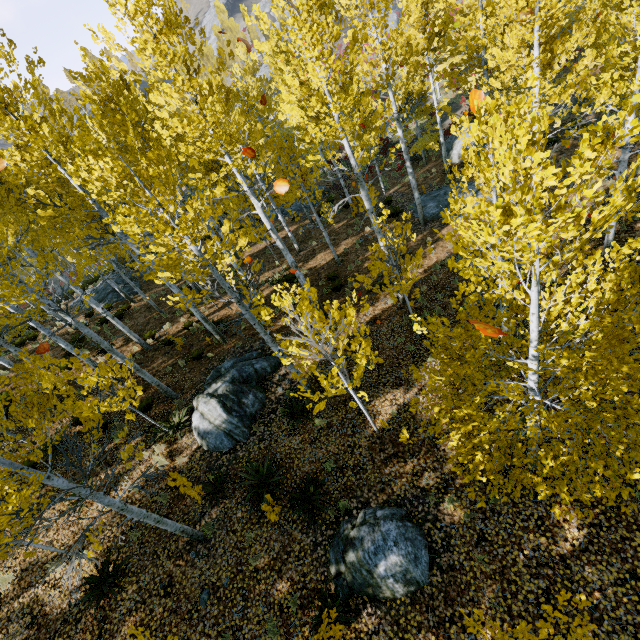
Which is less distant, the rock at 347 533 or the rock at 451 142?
the rock at 347 533

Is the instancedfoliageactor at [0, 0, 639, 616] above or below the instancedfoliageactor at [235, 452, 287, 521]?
above

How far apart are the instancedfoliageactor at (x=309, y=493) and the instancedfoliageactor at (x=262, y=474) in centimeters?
45cm

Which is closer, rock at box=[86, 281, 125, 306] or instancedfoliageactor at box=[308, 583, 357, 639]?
instancedfoliageactor at box=[308, 583, 357, 639]

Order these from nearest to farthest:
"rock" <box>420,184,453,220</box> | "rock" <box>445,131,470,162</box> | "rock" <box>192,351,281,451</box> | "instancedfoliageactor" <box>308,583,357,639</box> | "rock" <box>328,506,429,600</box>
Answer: "instancedfoliageactor" <box>308,583,357,639</box>
"rock" <box>328,506,429,600</box>
"rock" <box>192,351,281,451</box>
"rock" <box>420,184,453,220</box>
"rock" <box>445,131,470,162</box>

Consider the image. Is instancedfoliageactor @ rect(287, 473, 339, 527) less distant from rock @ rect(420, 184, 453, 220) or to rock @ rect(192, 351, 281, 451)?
rock @ rect(192, 351, 281, 451)

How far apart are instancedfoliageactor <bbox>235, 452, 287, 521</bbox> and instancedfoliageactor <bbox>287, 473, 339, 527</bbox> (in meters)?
0.45

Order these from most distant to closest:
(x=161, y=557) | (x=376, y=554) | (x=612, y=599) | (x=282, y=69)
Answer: (x=282, y=69)
(x=161, y=557)
(x=376, y=554)
(x=612, y=599)
